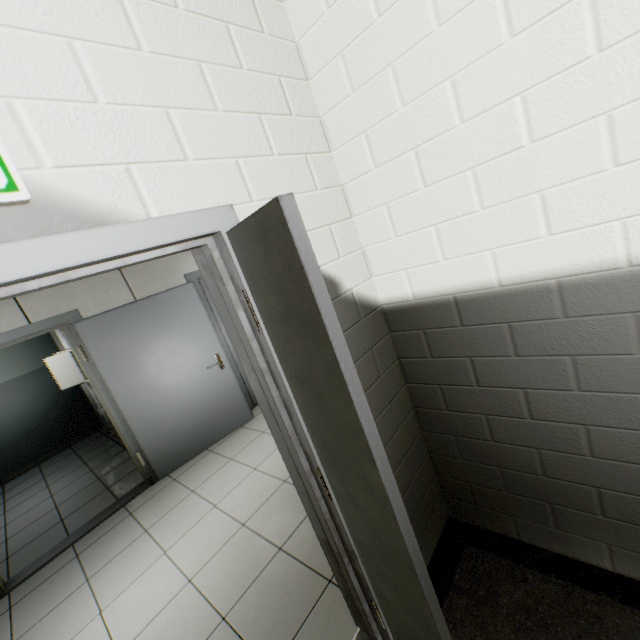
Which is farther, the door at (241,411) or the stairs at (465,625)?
the door at (241,411)

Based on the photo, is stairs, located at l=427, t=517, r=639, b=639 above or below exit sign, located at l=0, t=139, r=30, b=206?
below

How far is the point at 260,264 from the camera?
1.02m

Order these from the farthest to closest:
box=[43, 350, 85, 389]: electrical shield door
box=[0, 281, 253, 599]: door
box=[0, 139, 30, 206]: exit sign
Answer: box=[43, 350, 85, 389]: electrical shield door
box=[0, 281, 253, 599]: door
box=[0, 139, 30, 206]: exit sign

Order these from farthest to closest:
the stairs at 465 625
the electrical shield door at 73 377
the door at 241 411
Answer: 1. the electrical shield door at 73 377
2. the door at 241 411
3. the stairs at 465 625

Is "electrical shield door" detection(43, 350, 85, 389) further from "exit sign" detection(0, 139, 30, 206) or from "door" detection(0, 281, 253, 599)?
"exit sign" detection(0, 139, 30, 206)

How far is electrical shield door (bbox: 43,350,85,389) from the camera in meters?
4.5 m

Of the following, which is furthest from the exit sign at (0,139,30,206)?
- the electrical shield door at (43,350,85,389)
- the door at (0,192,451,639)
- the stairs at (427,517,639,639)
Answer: the electrical shield door at (43,350,85,389)
